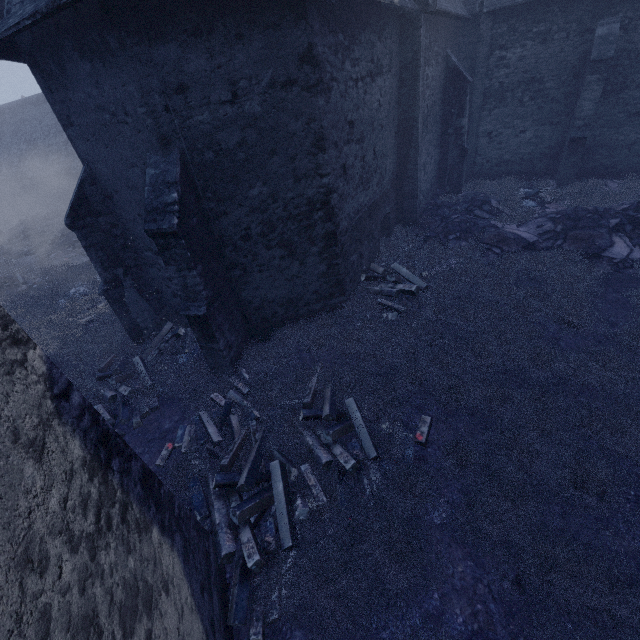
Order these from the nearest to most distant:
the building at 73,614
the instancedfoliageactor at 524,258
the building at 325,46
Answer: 1. the building at 73,614
2. the instancedfoliageactor at 524,258
3. the building at 325,46

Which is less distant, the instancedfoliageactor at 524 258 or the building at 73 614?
the building at 73 614

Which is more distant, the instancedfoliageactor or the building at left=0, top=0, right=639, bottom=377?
the building at left=0, top=0, right=639, bottom=377

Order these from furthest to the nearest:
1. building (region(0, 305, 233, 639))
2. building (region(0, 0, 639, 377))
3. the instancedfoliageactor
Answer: building (region(0, 0, 639, 377)), the instancedfoliageactor, building (region(0, 305, 233, 639))

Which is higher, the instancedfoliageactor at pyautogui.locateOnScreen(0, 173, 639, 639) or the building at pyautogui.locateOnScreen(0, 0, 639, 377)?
the building at pyautogui.locateOnScreen(0, 0, 639, 377)

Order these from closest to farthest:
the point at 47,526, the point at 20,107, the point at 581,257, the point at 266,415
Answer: the point at 47,526 < the point at 266,415 < the point at 581,257 < the point at 20,107
